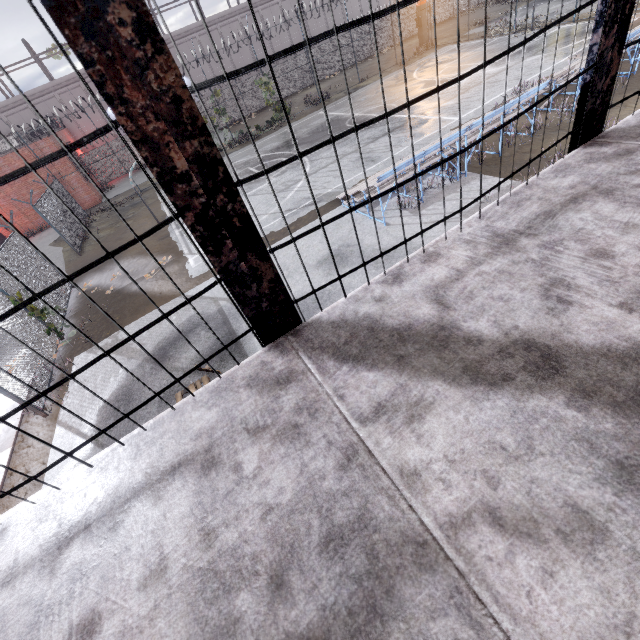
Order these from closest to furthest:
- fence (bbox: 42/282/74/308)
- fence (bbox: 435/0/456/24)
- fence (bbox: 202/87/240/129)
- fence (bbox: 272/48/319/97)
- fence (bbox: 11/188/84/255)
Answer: fence (bbox: 42/282/74/308) < fence (bbox: 11/188/84/255) < fence (bbox: 202/87/240/129) < fence (bbox: 272/48/319/97) < fence (bbox: 435/0/456/24)

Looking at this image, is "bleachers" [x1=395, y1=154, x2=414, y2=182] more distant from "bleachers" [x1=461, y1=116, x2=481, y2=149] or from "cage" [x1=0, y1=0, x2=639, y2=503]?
"cage" [x1=0, y1=0, x2=639, y2=503]

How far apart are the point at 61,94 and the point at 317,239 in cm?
3707

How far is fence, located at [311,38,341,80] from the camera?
33.1m

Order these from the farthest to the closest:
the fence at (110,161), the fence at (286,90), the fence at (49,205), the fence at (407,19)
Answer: the fence at (407,19)
the fence at (286,90)
the fence at (110,161)
the fence at (49,205)

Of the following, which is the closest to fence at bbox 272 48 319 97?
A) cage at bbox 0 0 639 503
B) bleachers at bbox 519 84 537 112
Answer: cage at bbox 0 0 639 503

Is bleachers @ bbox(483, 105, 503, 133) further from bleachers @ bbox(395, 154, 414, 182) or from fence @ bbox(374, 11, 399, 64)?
fence @ bbox(374, 11, 399, 64)

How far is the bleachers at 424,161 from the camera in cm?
881
